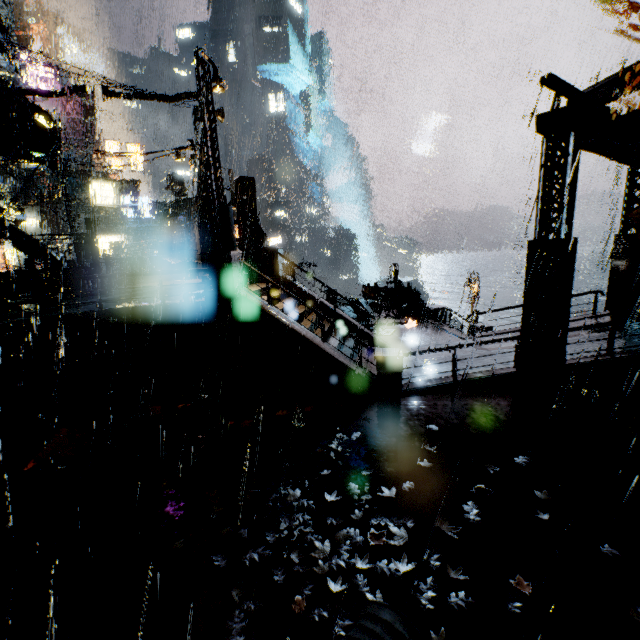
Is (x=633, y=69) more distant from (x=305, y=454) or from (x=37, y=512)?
(x=37, y=512)

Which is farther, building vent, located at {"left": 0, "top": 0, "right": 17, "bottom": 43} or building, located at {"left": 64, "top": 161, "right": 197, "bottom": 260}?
building, located at {"left": 64, "top": 161, "right": 197, "bottom": 260}

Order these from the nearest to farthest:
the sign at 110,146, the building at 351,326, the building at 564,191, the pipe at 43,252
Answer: the building at 564,191
the building at 351,326
the pipe at 43,252
the sign at 110,146

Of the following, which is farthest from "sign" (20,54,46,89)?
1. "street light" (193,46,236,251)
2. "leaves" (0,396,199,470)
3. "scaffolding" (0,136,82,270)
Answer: "leaves" (0,396,199,470)

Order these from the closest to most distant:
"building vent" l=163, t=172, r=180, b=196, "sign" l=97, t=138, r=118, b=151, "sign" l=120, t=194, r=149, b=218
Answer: "sign" l=97, t=138, r=118, b=151 < "sign" l=120, t=194, r=149, b=218 < "building vent" l=163, t=172, r=180, b=196

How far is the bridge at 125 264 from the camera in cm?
2165

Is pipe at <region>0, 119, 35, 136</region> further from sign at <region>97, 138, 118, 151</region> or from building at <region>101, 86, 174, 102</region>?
sign at <region>97, 138, 118, 151</region>

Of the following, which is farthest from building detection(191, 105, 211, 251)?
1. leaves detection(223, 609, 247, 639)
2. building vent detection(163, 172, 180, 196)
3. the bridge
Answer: leaves detection(223, 609, 247, 639)
